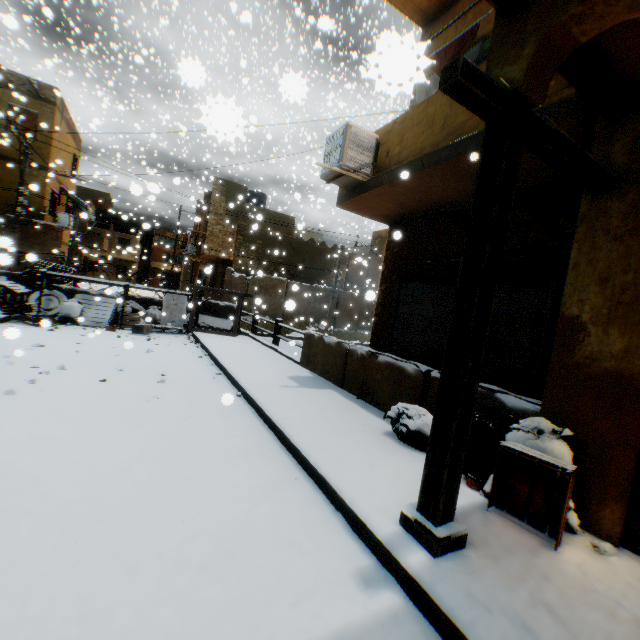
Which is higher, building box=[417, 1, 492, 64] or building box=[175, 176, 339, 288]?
building box=[417, 1, 492, 64]

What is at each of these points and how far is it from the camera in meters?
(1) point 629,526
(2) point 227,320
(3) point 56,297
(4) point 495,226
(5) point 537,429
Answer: (1) wooden gate, 2.6 m
(2) concrete block, 12.5 m
(3) wheel, 10.1 m
(4) wooden beam, 2.2 m
(5) trash bag, 3.0 m

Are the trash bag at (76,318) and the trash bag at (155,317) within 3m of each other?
yes

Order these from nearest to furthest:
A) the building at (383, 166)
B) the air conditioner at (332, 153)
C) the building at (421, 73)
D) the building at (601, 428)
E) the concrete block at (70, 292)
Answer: the building at (421, 73)
the building at (601, 428)
the building at (383, 166)
the air conditioner at (332, 153)
the concrete block at (70, 292)

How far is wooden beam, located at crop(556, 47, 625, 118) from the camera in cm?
250

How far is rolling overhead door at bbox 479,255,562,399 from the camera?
4.7m

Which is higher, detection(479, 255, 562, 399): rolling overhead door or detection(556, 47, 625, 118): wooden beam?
detection(556, 47, 625, 118): wooden beam

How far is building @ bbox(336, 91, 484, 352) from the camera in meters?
4.6 m
